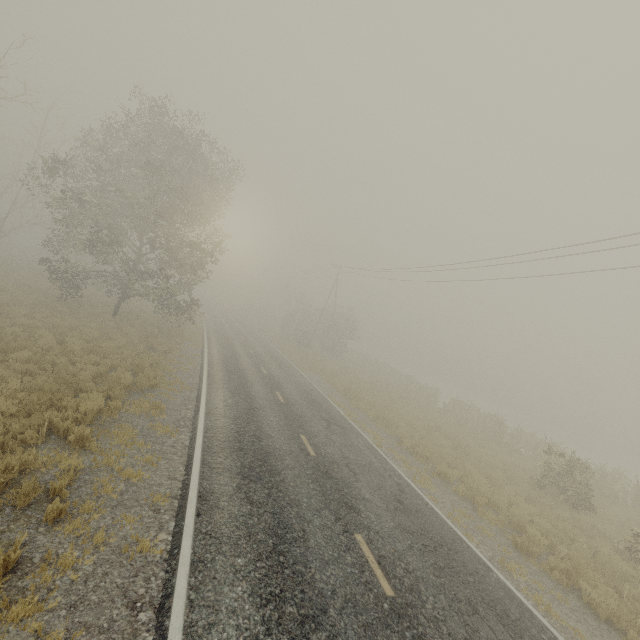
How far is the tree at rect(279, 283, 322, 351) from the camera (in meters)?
40.94

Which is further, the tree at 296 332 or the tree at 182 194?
the tree at 296 332

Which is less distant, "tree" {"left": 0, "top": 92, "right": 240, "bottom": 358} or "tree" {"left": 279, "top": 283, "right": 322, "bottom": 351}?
"tree" {"left": 0, "top": 92, "right": 240, "bottom": 358}

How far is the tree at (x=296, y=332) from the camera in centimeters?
4094cm

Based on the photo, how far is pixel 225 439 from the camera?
9.8m
